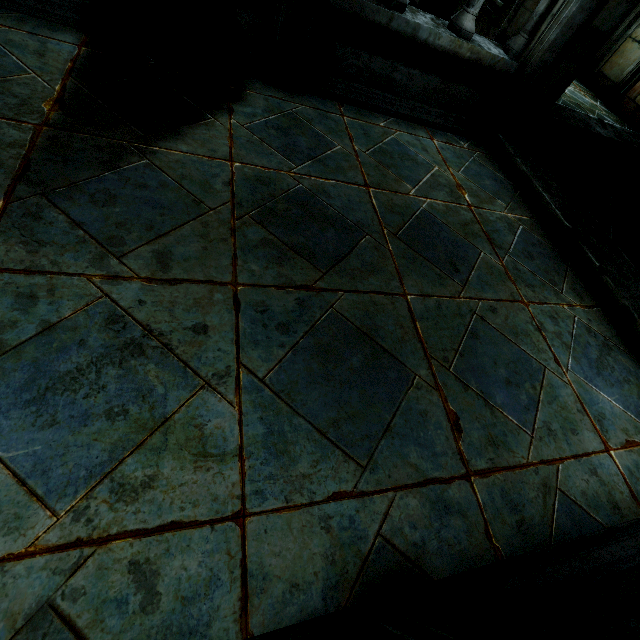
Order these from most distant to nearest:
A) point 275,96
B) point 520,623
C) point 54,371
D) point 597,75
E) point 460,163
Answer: point 597,75 → point 460,163 → point 275,96 → point 54,371 → point 520,623

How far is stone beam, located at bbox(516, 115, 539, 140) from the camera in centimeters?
476cm

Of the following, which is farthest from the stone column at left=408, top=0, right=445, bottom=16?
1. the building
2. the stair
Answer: Result: the stair

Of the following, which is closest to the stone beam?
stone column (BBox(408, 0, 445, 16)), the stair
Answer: the stair

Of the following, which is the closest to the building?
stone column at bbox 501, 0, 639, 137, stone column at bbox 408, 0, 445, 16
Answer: stone column at bbox 501, 0, 639, 137

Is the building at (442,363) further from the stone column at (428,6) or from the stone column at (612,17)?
the stone column at (428,6)

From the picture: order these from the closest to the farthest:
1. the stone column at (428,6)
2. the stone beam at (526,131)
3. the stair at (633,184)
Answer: the stair at (633,184)
the stone beam at (526,131)
the stone column at (428,6)

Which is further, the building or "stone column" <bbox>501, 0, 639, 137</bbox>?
"stone column" <bbox>501, 0, 639, 137</bbox>
